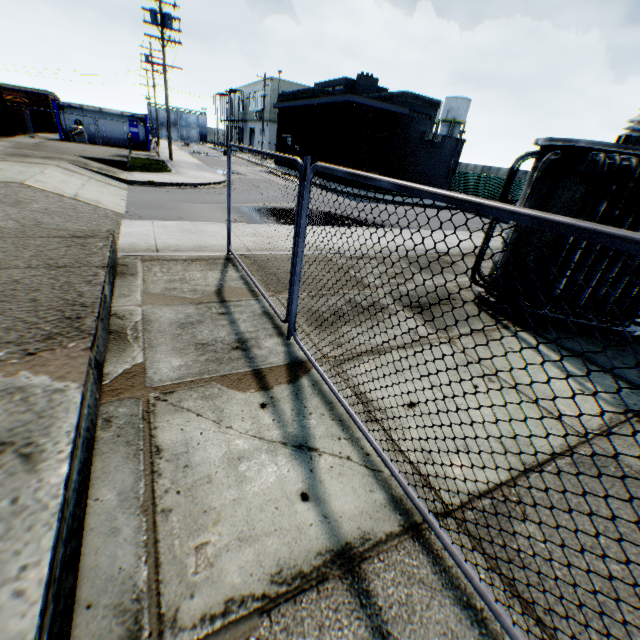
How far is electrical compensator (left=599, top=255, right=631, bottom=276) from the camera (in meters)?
4.94

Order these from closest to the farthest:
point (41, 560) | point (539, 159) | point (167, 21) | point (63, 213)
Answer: point (41, 560) → point (539, 159) → point (63, 213) → point (167, 21)

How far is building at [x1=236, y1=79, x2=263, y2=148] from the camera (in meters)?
48.38

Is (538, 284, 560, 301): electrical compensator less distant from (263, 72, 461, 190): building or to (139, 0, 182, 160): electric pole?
(263, 72, 461, 190): building

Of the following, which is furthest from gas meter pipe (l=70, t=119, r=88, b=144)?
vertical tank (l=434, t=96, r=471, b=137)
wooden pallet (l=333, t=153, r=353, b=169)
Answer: vertical tank (l=434, t=96, r=471, b=137)

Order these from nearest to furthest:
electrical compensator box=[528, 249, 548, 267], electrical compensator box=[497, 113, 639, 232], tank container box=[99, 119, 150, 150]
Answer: electrical compensator box=[497, 113, 639, 232]
electrical compensator box=[528, 249, 548, 267]
tank container box=[99, 119, 150, 150]

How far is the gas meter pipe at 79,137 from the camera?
23.28m

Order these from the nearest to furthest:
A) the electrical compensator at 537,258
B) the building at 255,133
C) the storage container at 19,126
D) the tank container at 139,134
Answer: the electrical compensator at 537,258 → the storage container at 19,126 → the tank container at 139,134 → the building at 255,133
